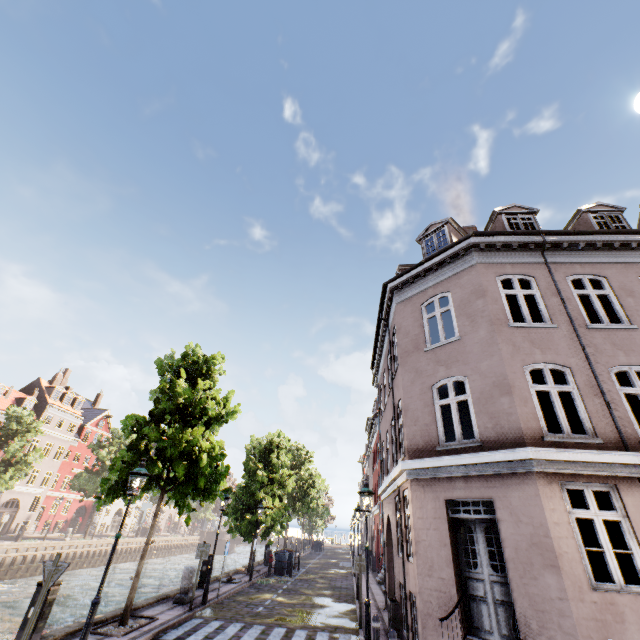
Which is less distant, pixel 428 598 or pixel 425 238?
pixel 428 598

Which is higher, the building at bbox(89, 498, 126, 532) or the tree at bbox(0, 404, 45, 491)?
the tree at bbox(0, 404, 45, 491)

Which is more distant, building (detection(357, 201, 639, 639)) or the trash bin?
the trash bin

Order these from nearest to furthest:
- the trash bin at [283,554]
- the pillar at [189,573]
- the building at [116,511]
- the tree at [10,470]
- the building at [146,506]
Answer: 1. the pillar at [189,573]
2. the trash bin at [283,554]
3. the tree at [10,470]
4. the building at [116,511]
5. the building at [146,506]

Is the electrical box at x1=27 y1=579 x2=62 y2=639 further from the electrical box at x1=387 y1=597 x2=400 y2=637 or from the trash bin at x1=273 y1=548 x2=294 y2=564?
the trash bin at x1=273 y1=548 x2=294 y2=564

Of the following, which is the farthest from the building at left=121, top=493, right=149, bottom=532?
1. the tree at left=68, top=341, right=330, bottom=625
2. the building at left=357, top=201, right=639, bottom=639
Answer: the building at left=357, top=201, right=639, bottom=639

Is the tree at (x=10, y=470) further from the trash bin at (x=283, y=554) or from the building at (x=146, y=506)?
the building at (x=146, y=506)

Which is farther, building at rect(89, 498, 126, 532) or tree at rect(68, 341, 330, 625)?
building at rect(89, 498, 126, 532)
